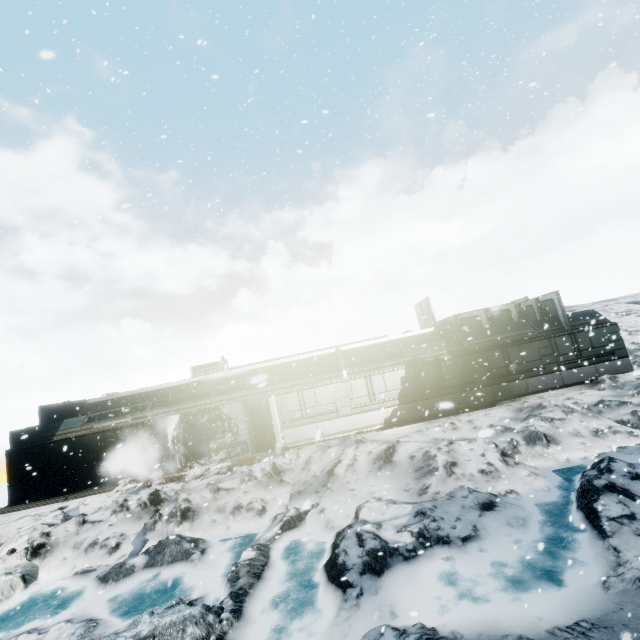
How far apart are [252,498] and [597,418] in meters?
13.6 m

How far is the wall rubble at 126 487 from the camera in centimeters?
1461cm

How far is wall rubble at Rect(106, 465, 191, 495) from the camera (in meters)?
14.61

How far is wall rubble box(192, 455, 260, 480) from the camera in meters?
14.4

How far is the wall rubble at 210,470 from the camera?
14.4m
